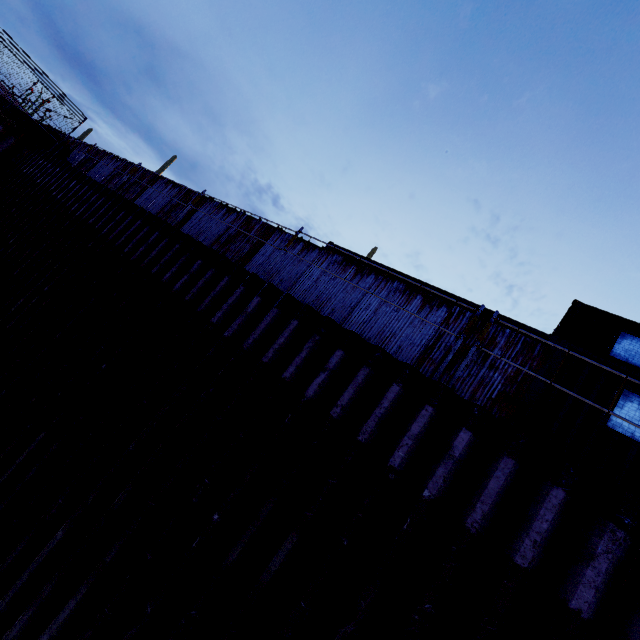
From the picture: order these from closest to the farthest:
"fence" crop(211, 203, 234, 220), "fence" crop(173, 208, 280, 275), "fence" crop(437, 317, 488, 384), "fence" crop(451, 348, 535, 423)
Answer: "fence" crop(451, 348, 535, 423)
"fence" crop(437, 317, 488, 384)
"fence" crop(173, 208, 280, 275)
"fence" crop(211, 203, 234, 220)

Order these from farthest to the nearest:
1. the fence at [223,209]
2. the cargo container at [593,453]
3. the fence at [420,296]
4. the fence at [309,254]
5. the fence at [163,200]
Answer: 1. the fence at [163,200]
2. the fence at [223,209]
3. the fence at [309,254]
4. the fence at [420,296]
5. the cargo container at [593,453]

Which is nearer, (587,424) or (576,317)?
(587,424)

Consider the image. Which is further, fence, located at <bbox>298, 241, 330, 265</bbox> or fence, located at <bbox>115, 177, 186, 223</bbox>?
fence, located at <bbox>115, 177, 186, 223</bbox>

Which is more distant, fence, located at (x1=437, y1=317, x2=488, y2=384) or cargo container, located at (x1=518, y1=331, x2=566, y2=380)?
fence, located at (x1=437, y1=317, x2=488, y2=384)

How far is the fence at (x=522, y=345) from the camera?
6.2m

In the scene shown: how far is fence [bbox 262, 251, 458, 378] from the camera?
7.0m
